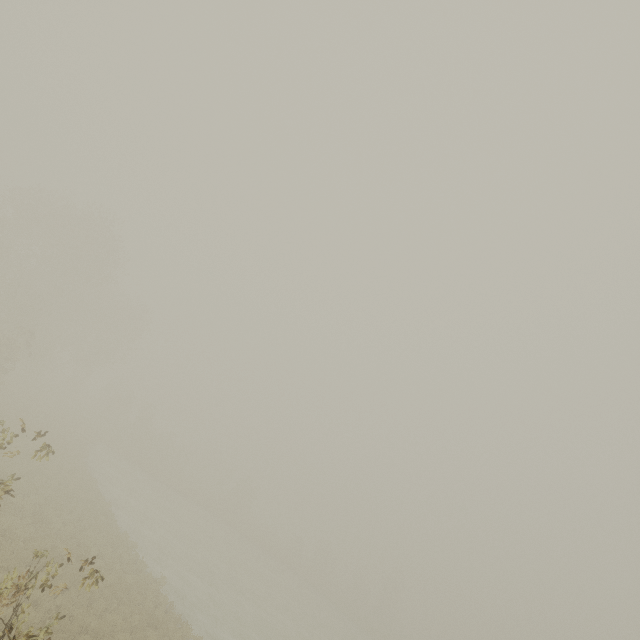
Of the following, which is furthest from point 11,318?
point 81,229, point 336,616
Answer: point 336,616
